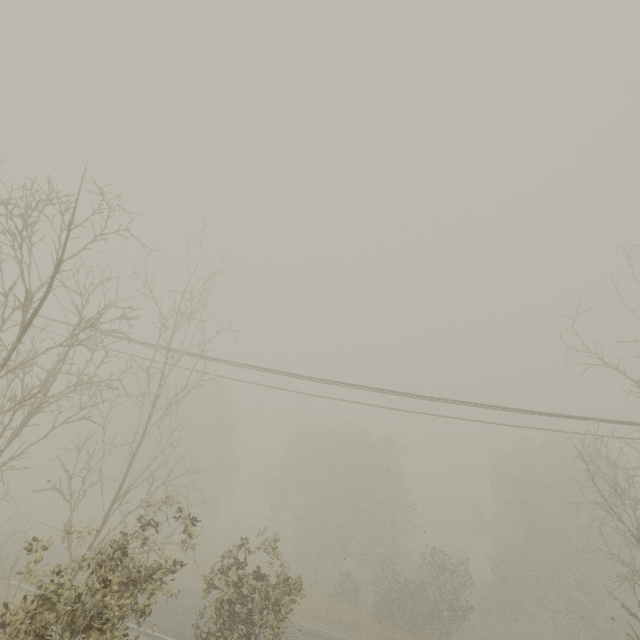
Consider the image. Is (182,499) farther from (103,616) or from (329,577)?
(329,577)
